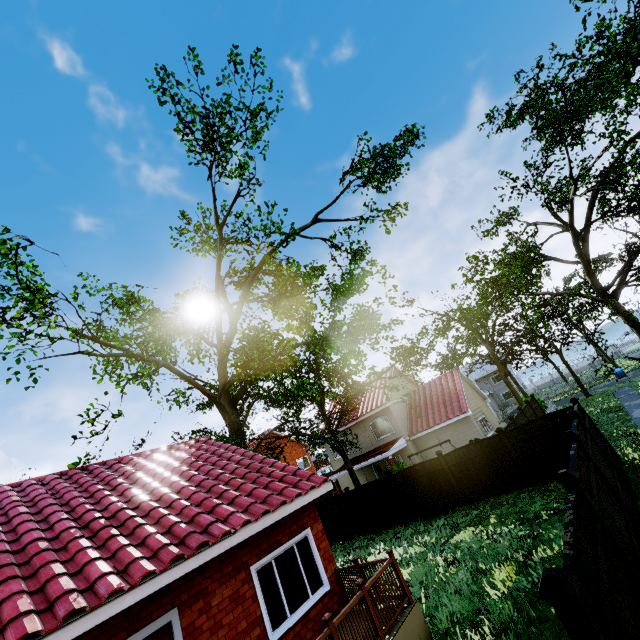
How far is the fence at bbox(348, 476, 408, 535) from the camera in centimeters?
1638cm

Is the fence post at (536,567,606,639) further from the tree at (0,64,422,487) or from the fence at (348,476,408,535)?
the tree at (0,64,422,487)

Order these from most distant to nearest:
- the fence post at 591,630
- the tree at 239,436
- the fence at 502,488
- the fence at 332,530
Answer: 1. the fence at 332,530
2. the tree at 239,436
3. the fence at 502,488
4. the fence post at 591,630

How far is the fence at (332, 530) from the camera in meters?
17.9 m

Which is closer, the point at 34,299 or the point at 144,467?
the point at 144,467

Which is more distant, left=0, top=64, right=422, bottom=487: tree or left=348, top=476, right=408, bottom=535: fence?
left=348, top=476, right=408, bottom=535: fence

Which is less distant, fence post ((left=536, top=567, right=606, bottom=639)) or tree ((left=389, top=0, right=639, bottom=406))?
fence post ((left=536, top=567, right=606, bottom=639))

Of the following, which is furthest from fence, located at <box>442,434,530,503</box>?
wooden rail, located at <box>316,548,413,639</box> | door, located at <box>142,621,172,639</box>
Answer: door, located at <box>142,621,172,639</box>
